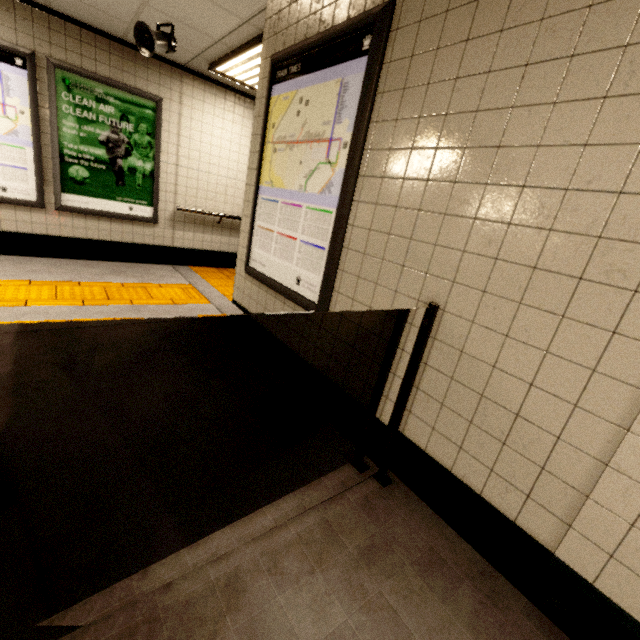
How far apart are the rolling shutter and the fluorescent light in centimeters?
319cm

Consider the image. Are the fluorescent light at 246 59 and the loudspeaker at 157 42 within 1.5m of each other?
yes

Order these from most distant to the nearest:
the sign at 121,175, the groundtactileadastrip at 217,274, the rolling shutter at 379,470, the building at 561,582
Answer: the groundtactileadastrip at 217,274, the sign at 121,175, the rolling shutter at 379,470, the building at 561,582

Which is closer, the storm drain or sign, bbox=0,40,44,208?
the storm drain

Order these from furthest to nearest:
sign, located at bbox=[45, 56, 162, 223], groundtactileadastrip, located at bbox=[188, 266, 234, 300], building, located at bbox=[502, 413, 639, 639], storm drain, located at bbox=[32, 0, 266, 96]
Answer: groundtactileadastrip, located at bbox=[188, 266, 234, 300]
sign, located at bbox=[45, 56, 162, 223]
storm drain, located at bbox=[32, 0, 266, 96]
building, located at bbox=[502, 413, 639, 639]

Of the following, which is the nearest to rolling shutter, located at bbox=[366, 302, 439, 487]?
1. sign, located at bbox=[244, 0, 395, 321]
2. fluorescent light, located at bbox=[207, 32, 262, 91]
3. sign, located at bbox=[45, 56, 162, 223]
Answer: sign, located at bbox=[244, 0, 395, 321]

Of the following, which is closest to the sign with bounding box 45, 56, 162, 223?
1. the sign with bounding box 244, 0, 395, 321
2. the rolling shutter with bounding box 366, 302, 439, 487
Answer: the sign with bounding box 244, 0, 395, 321

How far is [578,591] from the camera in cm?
126
